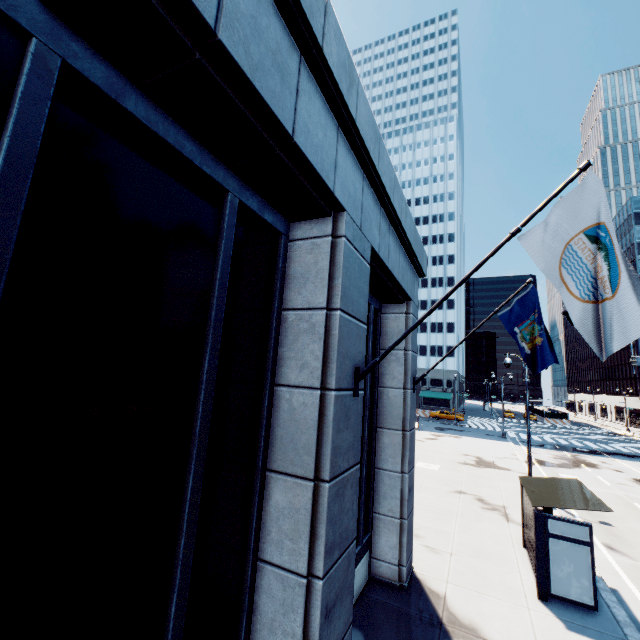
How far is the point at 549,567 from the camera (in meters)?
8.37

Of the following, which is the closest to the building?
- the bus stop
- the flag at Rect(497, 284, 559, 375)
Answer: the flag at Rect(497, 284, 559, 375)

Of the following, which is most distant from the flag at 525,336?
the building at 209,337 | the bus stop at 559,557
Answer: the bus stop at 559,557

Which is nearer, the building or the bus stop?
the building

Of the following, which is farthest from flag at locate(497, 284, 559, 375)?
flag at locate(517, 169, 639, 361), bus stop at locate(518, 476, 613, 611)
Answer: flag at locate(517, 169, 639, 361)

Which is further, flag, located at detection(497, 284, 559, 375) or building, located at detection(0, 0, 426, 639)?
flag, located at detection(497, 284, 559, 375)

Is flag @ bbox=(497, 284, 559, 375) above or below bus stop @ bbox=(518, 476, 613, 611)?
above

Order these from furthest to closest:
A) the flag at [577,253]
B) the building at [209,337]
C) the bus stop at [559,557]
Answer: the bus stop at [559,557]
the flag at [577,253]
the building at [209,337]
